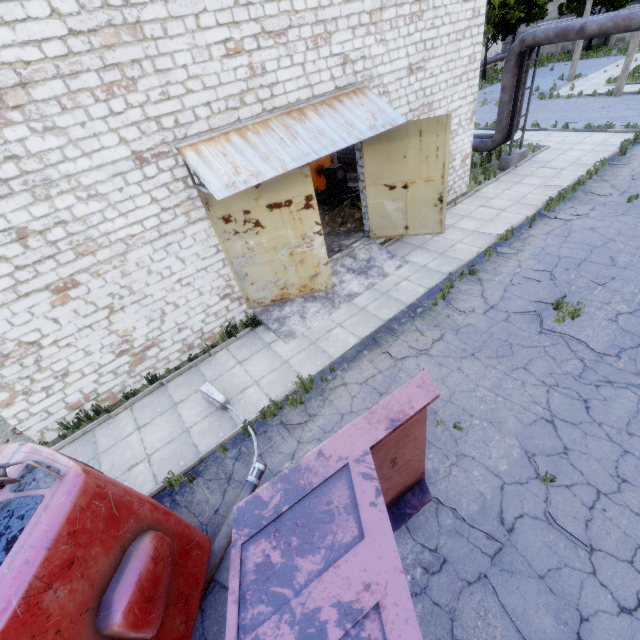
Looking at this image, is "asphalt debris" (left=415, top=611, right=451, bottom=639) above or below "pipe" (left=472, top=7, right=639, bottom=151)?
below

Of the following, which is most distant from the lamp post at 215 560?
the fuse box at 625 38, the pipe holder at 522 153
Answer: the fuse box at 625 38

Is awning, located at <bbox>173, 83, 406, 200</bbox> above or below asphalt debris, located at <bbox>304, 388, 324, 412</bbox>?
above

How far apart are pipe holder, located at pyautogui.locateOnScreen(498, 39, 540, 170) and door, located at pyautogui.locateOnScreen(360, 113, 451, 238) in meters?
7.7

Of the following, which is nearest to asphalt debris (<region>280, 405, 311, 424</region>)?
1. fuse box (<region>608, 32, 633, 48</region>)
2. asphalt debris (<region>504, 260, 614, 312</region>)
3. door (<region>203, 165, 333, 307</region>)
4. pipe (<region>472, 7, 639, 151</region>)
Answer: door (<region>203, 165, 333, 307</region>)

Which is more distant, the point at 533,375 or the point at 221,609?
the point at 533,375

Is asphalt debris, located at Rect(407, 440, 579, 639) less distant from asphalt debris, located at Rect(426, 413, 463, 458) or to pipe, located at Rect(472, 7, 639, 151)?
asphalt debris, located at Rect(426, 413, 463, 458)

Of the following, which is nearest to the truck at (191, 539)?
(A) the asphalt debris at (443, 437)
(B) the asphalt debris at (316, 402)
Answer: (B) the asphalt debris at (316, 402)
